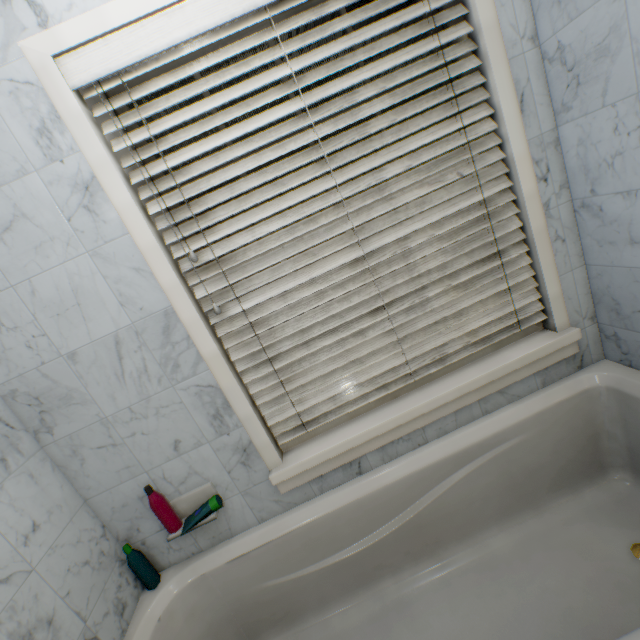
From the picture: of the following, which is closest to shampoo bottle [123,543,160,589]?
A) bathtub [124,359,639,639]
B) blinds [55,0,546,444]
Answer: bathtub [124,359,639,639]

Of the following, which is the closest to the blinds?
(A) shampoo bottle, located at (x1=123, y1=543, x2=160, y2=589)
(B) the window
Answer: (B) the window

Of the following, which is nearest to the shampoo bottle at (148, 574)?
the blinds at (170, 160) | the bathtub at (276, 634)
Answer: the bathtub at (276, 634)

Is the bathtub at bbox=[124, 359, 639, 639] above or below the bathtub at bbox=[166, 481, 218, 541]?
below

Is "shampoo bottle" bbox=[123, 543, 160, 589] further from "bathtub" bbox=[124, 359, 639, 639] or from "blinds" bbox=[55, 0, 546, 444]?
"blinds" bbox=[55, 0, 546, 444]

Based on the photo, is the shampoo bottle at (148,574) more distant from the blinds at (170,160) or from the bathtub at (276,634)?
the blinds at (170,160)

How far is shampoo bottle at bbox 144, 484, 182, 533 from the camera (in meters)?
Result: 1.14

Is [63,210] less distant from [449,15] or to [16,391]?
[16,391]
